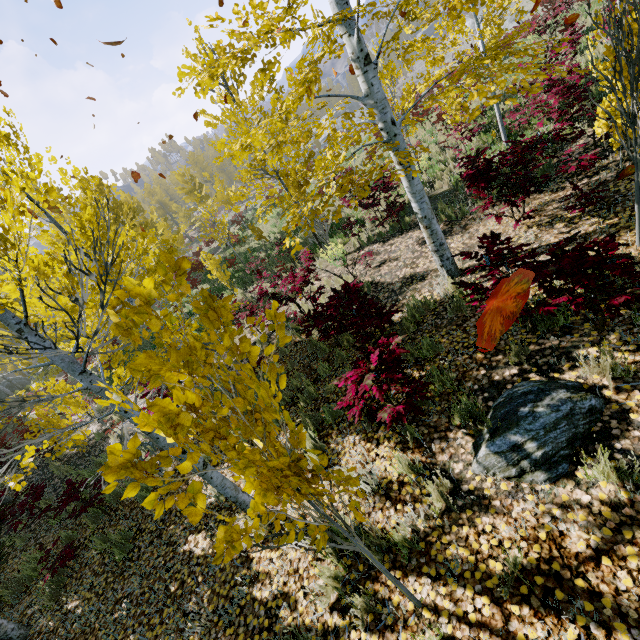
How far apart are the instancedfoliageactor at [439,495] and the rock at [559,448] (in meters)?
0.30

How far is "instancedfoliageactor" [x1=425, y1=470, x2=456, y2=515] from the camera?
2.89m

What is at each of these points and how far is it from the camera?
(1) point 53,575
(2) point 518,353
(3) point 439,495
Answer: (1) instancedfoliageactor, 5.24m
(2) instancedfoliageactor, 3.64m
(3) instancedfoliageactor, 2.98m

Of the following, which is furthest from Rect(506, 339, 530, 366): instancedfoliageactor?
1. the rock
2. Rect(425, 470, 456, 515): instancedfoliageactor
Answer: Rect(425, 470, 456, 515): instancedfoliageactor

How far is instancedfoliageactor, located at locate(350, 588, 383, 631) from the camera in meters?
2.6 m

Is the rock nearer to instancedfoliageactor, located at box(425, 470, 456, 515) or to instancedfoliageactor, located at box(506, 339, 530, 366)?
instancedfoliageactor, located at box(425, 470, 456, 515)

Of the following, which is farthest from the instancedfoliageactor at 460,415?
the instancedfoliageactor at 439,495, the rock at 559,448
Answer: the instancedfoliageactor at 439,495

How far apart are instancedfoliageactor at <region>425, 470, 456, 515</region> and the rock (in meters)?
0.30
